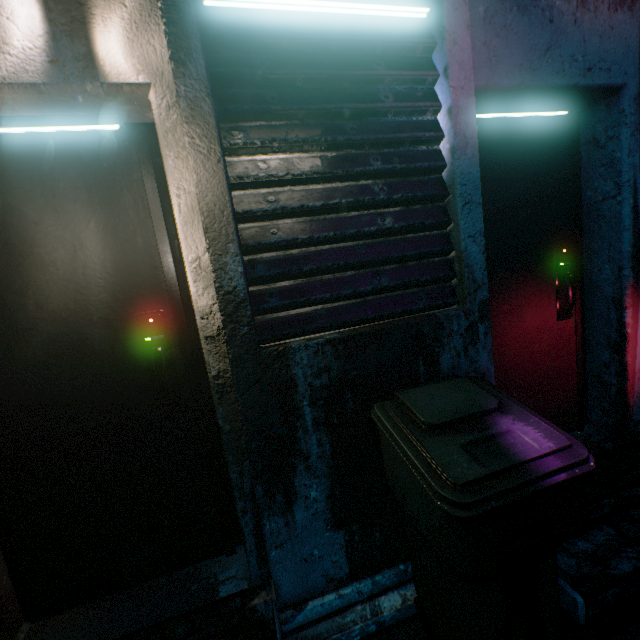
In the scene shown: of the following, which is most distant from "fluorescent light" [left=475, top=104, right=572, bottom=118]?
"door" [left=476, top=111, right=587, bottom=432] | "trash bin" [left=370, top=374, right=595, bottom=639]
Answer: "trash bin" [left=370, top=374, right=595, bottom=639]

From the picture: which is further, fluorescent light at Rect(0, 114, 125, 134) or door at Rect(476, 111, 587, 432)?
door at Rect(476, 111, 587, 432)

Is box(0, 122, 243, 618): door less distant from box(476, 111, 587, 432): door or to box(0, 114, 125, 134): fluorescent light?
box(0, 114, 125, 134): fluorescent light

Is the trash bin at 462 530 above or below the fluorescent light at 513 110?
below

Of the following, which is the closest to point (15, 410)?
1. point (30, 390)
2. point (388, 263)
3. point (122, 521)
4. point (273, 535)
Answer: point (30, 390)

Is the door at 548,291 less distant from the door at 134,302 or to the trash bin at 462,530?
the trash bin at 462,530

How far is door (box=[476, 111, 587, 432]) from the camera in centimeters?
187cm

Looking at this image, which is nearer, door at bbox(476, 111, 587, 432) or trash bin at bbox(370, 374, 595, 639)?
trash bin at bbox(370, 374, 595, 639)
